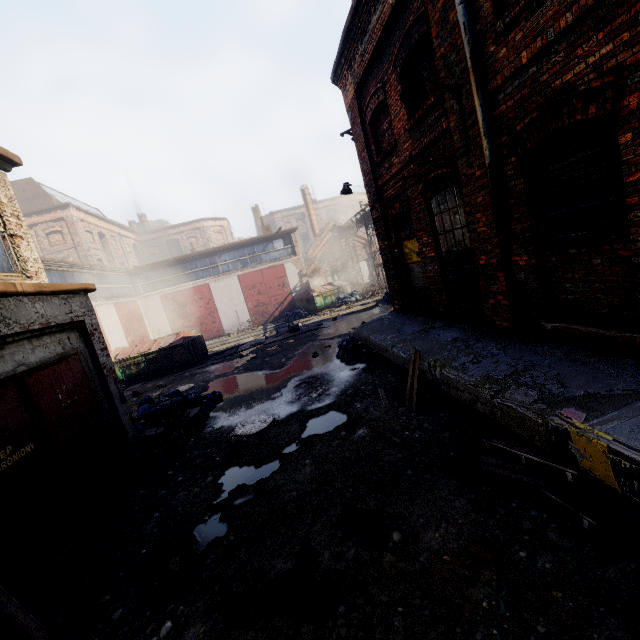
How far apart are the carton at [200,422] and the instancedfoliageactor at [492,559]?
6.33m

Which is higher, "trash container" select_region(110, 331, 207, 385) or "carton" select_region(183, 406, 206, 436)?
"trash container" select_region(110, 331, 207, 385)

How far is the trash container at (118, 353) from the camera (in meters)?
15.57

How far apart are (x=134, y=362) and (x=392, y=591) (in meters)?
16.01

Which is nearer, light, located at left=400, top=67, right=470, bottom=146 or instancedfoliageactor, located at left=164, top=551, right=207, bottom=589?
instancedfoliageactor, located at left=164, top=551, right=207, bottom=589

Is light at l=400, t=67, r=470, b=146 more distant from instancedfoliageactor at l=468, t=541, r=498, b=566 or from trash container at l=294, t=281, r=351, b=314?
trash container at l=294, t=281, r=351, b=314

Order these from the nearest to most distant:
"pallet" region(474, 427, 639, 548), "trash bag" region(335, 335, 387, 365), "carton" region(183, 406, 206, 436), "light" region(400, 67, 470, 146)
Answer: "pallet" region(474, 427, 639, 548) → "light" region(400, 67, 470, 146) → "carton" region(183, 406, 206, 436) → "trash bag" region(335, 335, 387, 365)

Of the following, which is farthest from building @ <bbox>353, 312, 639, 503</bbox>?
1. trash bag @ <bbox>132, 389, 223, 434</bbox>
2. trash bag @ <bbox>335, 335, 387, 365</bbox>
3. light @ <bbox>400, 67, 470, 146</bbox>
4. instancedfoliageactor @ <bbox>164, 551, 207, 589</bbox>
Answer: trash bag @ <bbox>132, 389, 223, 434</bbox>
